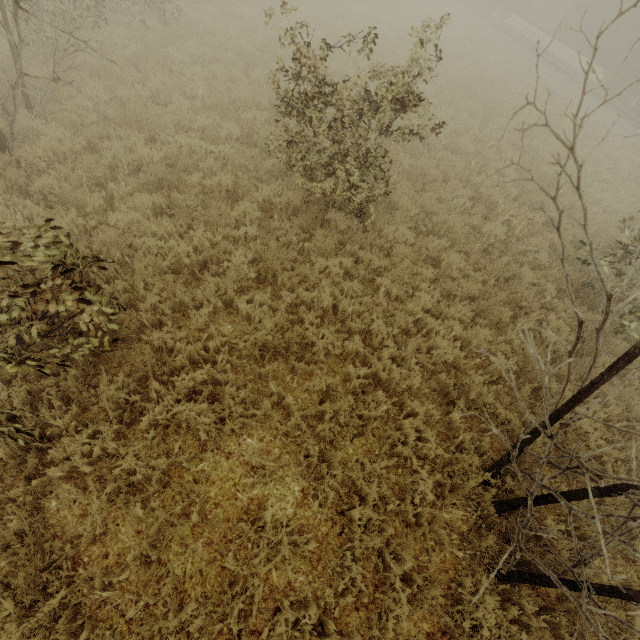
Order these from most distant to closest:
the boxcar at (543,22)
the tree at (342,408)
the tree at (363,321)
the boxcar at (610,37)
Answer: the boxcar at (543,22)
the boxcar at (610,37)
the tree at (363,321)
the tree at (342,408)

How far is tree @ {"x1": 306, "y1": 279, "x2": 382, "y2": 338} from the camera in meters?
5.4 m

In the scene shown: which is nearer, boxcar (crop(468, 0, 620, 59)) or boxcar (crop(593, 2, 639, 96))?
boxcar (crop(593, 2, 639, 96))

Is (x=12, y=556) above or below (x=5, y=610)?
below

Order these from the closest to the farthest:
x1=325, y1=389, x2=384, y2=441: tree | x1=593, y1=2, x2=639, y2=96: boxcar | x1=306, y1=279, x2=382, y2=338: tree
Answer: x1=325, y1=389, x2=384, y2=441: tree → x1=306, y1=279, x2=382, y2=338: tree → x1=593, y1=2, x2=639, y2=96: boxcar

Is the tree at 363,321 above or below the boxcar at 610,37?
below

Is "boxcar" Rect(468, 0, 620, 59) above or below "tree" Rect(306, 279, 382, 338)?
above
